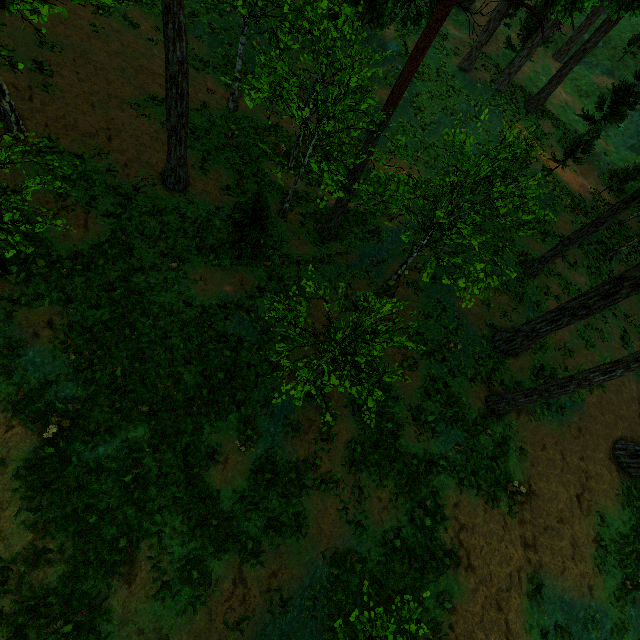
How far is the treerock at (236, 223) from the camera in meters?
11.0

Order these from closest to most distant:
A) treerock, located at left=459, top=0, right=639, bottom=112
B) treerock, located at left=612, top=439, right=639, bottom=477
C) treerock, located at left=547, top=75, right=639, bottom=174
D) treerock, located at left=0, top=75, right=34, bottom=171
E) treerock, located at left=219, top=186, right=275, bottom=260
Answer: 1. treerock, located at left=0, top=75, right=34, bottom=171
2. treerock, located at left=459, top=0, right=639, bottom=112
3. treerock, located at left=219, top=186, right=275, bottom=260
4. treerock, located at left=612, top=439, right=639, bottom=477
5. treerock, located at left=547, top=75, right=639, bottom=174

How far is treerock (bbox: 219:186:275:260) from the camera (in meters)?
11.03

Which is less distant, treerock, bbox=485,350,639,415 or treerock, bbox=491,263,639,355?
treerock, bbox=485,350,639,415

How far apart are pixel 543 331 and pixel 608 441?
6.38m
